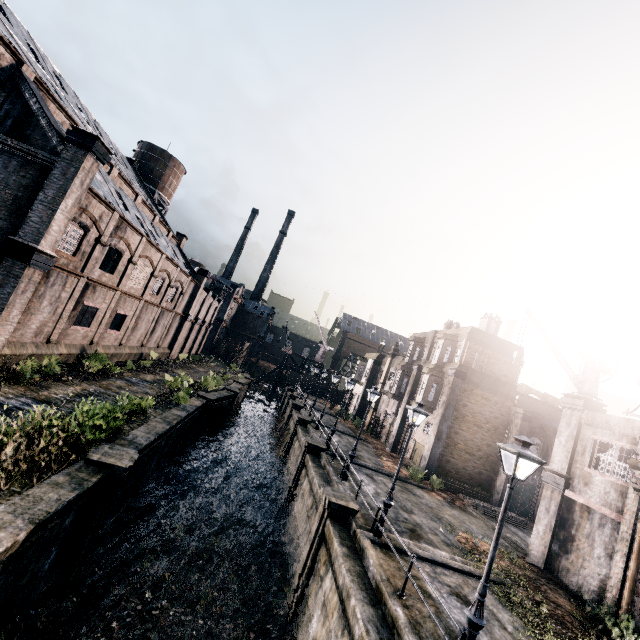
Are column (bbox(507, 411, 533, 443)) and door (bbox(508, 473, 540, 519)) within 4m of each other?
yes

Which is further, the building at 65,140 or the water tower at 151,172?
the water tower at 151,172

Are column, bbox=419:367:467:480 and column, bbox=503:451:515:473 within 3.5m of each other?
no

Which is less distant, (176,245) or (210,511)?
(210,511)

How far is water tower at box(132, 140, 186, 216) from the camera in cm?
4512

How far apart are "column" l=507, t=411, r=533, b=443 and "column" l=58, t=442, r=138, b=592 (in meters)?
26.63

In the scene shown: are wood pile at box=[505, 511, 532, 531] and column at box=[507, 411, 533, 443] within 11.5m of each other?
yes

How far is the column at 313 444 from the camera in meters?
22.7
